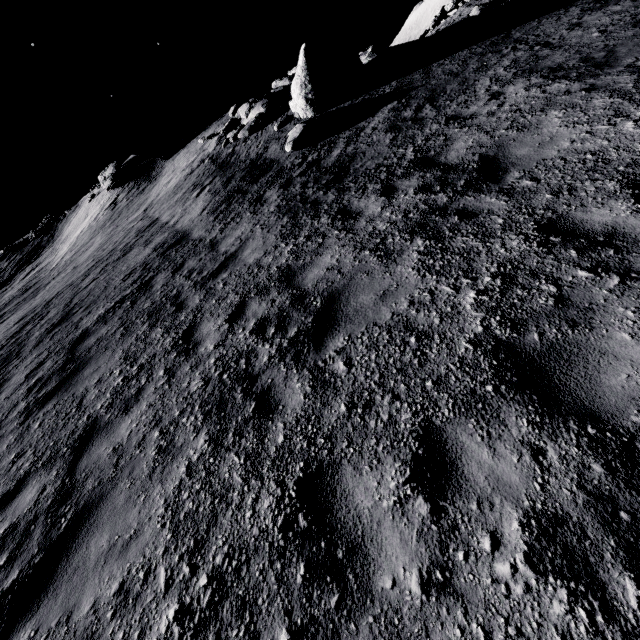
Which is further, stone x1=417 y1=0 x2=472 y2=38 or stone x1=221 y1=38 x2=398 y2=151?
stone x1=417 y1=0 x2=472 y2=38

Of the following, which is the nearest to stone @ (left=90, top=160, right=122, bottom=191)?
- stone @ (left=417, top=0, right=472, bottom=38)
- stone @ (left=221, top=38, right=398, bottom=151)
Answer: stone @ (left=221, top=38, right=398, bottom=151)

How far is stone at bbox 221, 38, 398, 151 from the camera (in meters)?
11.84

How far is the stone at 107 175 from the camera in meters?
23.5

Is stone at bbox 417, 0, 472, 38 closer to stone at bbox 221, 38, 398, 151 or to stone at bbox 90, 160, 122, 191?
stone at bbox 221, 38, 398, 151

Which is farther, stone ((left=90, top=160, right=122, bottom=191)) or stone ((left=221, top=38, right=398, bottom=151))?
stone ((left=90, top=160, right=122, bottom=191))

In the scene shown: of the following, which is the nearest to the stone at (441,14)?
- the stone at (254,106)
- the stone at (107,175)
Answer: the stone at (254,106)

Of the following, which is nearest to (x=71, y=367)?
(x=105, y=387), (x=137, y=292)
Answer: (x=105, y=387)
